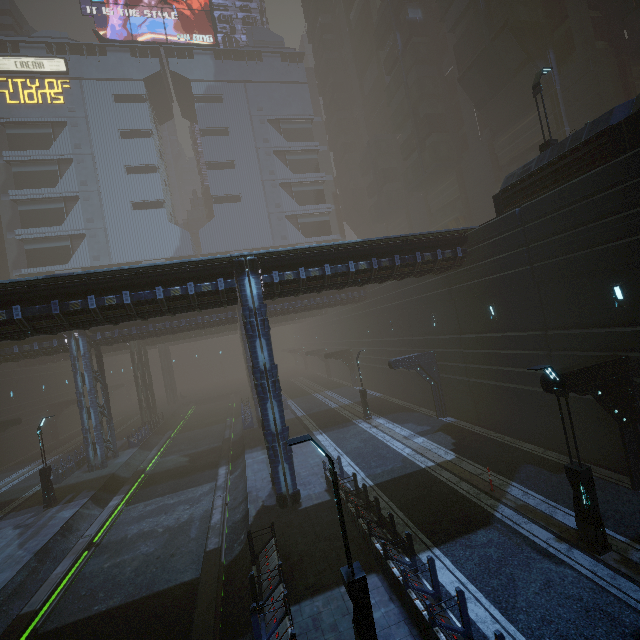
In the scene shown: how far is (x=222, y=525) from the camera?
15.3 meters

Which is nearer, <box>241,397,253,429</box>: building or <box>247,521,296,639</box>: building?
<box>247,521,296,639</box>: building

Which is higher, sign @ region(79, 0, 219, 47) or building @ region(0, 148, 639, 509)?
sign @ region(79, 0, 219, 47)

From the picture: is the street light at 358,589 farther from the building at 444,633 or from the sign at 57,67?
the sign at 57,67

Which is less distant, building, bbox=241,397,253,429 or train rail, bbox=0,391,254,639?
train rail, bbox=0,391,254,639

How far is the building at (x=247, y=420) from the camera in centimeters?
3023cm

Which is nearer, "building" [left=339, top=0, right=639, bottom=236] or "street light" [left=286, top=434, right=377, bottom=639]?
"street light" [left=286, top=434, right=377, bottom=639]

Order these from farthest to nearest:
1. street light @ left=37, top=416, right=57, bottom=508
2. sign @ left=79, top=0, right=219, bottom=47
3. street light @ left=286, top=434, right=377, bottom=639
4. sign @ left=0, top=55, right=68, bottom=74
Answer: sign @ left=79, top=0, right=219, bottom=47 < sign @ left=0, top=55, right=68, bottom=74 < street light @ left=37, top=416, right=57, bottom=508 < street light @ left=286, top=434, right=377, bottom=639
